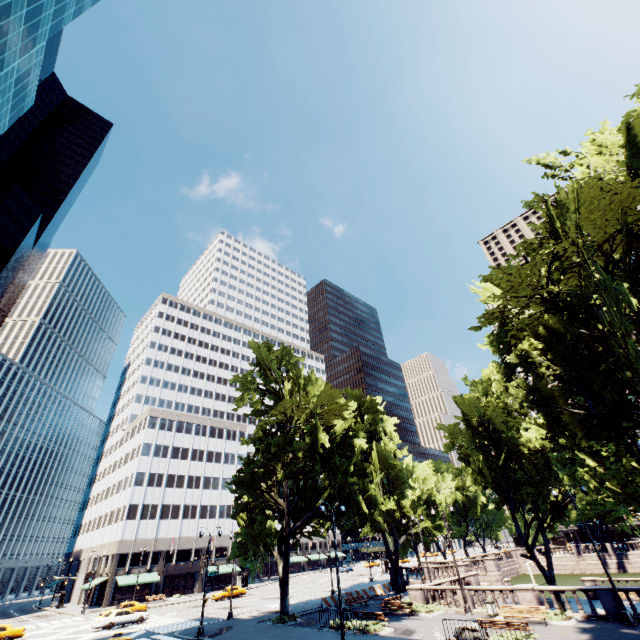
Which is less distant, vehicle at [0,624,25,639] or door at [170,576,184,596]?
vehicle at [0,624,25,639]

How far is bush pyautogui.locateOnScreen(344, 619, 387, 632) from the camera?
22.2 meters

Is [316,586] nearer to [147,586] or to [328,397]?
[147,586]

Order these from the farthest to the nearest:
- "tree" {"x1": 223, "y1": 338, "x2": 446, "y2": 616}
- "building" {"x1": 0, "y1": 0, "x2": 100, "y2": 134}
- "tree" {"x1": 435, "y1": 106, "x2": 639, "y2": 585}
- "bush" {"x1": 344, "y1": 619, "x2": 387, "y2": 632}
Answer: "tree" {"x1": 223, "y1": 338, "x2": 446, "y2": 616} < "building" {"x1": 0, "y1": 0, "x2": 100, "y2": 134} < "bush" {"x1": 344, "y1": 619, "x2": 387, "y2": 632} < "tree" {"x1": 435, "y1": 106, "x2": 639, "y2": 585}

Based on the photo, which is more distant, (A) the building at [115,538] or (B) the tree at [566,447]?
(A) the building at [115,538]

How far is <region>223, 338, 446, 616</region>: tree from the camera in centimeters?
2869cm

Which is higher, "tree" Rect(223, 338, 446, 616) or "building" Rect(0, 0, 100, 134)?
"building" Rect(0, 0, 100, 134)

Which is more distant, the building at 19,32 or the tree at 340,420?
the tree at 340,420
